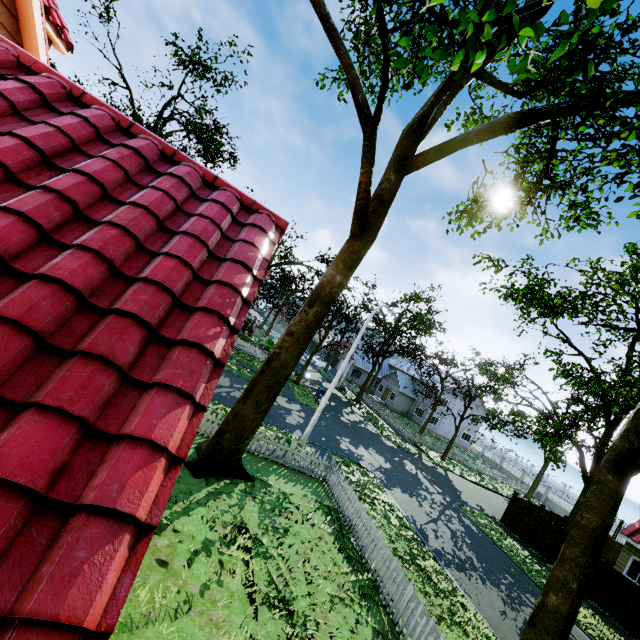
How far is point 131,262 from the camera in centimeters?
294cm

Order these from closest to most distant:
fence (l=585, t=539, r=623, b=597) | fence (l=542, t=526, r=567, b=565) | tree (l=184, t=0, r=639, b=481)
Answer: tree (l=184, t=0, r=639, b=481) → fence (l=585, t=539, r=623, b=597) → fence (l=542, t=526, r=567, b=565)

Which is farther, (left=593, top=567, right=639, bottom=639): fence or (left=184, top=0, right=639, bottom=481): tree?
(left=593, top=567, right=639, bottom=639): fence

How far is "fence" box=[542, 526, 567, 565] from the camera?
18.8 meters

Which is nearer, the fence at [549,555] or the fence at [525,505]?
the fence at [549,555]

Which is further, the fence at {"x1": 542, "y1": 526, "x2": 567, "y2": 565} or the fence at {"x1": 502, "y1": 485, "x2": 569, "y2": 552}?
the fence at {"x1": 502, "y1": 485, "x2": 569, "y2": 552}
